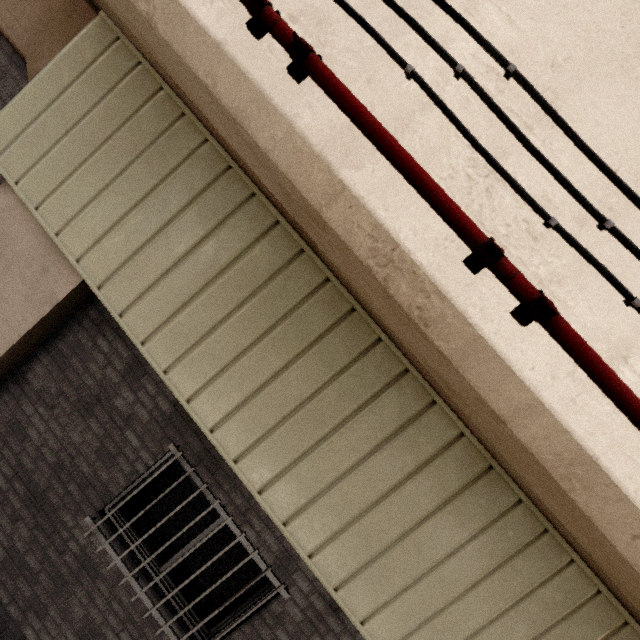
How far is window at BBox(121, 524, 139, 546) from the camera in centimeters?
344cm

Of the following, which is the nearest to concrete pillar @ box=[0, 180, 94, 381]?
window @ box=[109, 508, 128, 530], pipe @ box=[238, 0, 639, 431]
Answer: window @ box=[109, 508, 128, 530]

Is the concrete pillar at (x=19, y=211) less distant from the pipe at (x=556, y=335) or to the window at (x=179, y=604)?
the window at (x=179, y=604)

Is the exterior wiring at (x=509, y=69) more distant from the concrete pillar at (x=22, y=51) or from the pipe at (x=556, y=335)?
the concrete pillar at (x=22, y=51)

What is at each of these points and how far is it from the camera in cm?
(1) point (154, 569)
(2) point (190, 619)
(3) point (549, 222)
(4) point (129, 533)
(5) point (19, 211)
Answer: (1) window, 342
(2) window, 337
(3) exterior wiring, 88
(4) window, 346
(5) concrete pillar, 323

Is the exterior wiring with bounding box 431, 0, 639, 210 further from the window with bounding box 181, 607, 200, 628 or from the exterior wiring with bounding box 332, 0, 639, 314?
the window with bounding box 181, 607, 200, 628
